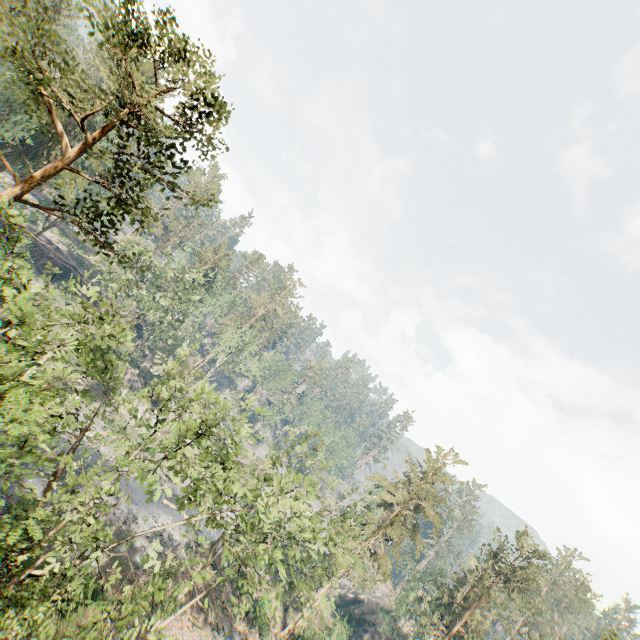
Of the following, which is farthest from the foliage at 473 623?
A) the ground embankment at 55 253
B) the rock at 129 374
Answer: the ground embankment at 55 253

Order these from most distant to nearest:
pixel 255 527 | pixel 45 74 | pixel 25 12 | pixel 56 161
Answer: pixel 255 527, pixel 25 12, pixel 56 161, pixel 45 74

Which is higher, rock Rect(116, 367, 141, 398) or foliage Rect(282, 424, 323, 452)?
foliage Rect(282, 424, 323, 452)

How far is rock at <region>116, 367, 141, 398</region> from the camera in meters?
46.6 m

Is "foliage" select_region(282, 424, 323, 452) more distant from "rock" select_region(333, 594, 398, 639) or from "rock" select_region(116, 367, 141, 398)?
"rock" select_region(333, 594, 398, 639)

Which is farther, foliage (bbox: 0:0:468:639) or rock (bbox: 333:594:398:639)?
rock (bbox: 333:594:398:639)

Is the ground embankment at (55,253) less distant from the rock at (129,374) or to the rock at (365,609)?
the rock at (129,374)

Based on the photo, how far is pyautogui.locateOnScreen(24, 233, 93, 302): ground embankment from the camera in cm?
4972
